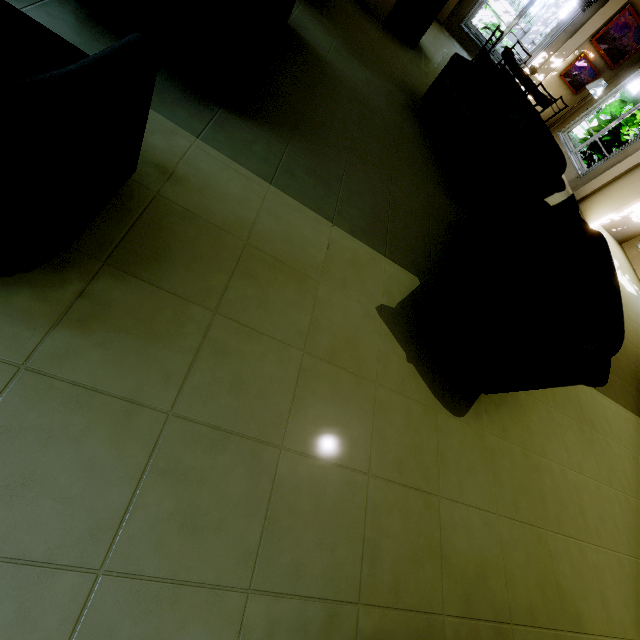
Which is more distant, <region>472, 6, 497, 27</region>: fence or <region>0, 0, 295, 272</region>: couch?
<region>472, 6, 497, 27</region>: fence

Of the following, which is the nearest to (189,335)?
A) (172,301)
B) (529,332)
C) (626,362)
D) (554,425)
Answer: (172,301)

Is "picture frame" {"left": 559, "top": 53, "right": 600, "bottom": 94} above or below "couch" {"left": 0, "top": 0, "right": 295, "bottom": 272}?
above

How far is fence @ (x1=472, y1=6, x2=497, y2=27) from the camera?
12.59m

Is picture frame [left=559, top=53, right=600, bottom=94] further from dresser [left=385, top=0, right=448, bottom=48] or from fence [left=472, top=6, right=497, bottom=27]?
fence [left=472, top=6, right=497, bottom=27]

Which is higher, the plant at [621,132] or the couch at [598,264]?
the plant at [621,132]

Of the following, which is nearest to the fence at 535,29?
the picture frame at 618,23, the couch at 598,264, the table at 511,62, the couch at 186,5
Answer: the picture frame at 618,23

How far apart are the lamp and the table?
2.5m
